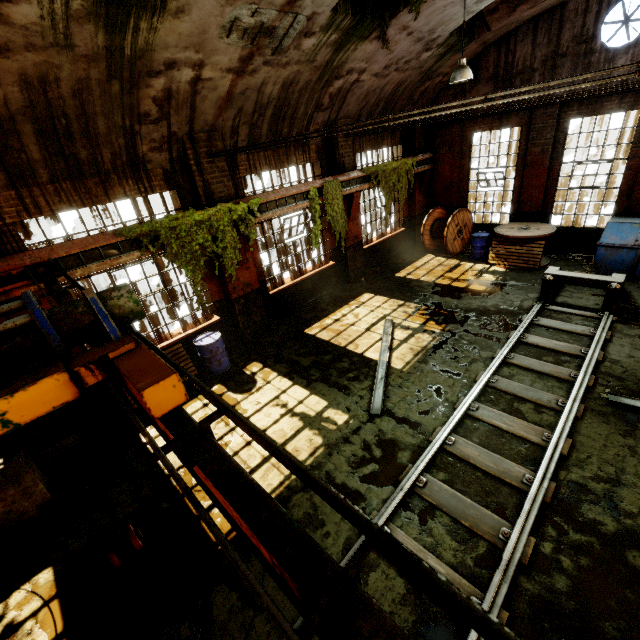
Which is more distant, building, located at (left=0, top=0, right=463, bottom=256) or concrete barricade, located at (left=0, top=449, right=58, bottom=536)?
concrete barricade, located at (left=0, top=449, right=58, bottom=536)

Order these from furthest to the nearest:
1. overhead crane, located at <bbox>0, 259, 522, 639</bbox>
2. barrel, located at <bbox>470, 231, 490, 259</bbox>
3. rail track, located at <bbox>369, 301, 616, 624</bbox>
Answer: barrel, located at <bbox>470, 231, 490, 259</bbox>
rail track, located at <bbox>369, 301, 616, 624</bbox>
overhead crane, located at <bbox>0, 259, 522, 639</bbox>

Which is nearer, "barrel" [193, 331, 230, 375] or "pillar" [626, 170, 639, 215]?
"barrel" [193, 331, 230, 375]

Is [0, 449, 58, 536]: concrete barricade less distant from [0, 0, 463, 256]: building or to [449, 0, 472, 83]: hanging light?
[0, 0, 463, 256]: building

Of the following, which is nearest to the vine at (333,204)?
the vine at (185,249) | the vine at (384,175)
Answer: the vine at (384,175)

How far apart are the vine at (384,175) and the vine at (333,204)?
1.22m

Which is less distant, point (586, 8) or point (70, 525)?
point (70, 525)

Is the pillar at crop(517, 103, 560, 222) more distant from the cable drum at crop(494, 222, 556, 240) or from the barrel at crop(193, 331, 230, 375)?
the barrel at crop(193, 331, 230, 375)
